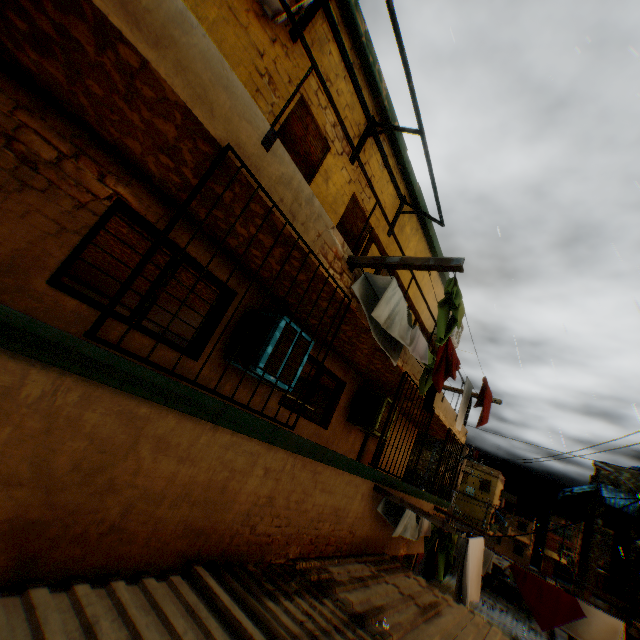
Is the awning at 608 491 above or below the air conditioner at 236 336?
above

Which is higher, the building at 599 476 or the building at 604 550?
the building at 599 476

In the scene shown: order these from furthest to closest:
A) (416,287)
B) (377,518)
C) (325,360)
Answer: (416,287), (325,360), (377,518)

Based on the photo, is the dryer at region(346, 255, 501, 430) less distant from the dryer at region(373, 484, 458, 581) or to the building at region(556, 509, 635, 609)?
the building at region(556, 509, 635, 609)

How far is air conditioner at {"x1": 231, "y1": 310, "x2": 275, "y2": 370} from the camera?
4.12m

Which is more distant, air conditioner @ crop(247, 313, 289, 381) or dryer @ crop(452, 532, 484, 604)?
dryer @ crop(452, 532, 484, 604)

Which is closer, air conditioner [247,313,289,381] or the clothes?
air conditioner [247,313,289,381]

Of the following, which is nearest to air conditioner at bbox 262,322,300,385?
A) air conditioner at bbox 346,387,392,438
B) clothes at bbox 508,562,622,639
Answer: air conditioner at bbox 346,387,392,438
